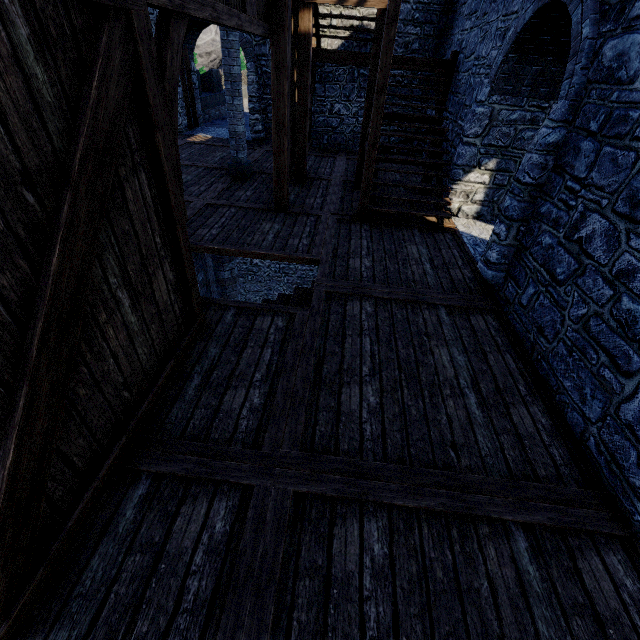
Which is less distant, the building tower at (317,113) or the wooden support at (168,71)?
the wooden support at (168,71)

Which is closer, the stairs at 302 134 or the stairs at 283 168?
the stairs at 283 168

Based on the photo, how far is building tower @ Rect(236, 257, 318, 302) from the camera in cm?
1662

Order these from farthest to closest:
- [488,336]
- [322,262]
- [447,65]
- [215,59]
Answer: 1. [215,59]
2. [447,65]
3. [322,262]
4. [488,336]

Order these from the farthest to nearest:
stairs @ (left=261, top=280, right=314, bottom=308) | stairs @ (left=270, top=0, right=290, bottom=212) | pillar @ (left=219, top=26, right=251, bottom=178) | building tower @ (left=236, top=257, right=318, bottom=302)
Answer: building tower @ (left=236, top=257, right=318, bottom=302) < pillar @ (left=219, top=26, right=251, bottom=178) < stairs @ (left=261, top=280, right=314, bottom=308) < stairs @ (left=270, top=0, right=290, bottom=212)

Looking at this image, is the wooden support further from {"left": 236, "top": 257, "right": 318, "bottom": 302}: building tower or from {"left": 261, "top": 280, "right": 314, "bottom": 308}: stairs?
{"left": 236, "top": 257, "right": 318, "bottom": 302}: building tower

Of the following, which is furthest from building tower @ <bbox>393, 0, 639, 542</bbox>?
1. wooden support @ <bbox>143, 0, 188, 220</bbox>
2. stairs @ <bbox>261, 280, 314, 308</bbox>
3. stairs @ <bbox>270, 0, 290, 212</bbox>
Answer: wooden support @ <bbox>143, 0, 188, 220</bbox>

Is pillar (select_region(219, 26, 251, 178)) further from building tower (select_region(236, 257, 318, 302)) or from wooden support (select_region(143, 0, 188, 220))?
wooden support (select_region(143, 0, 188, 220))
